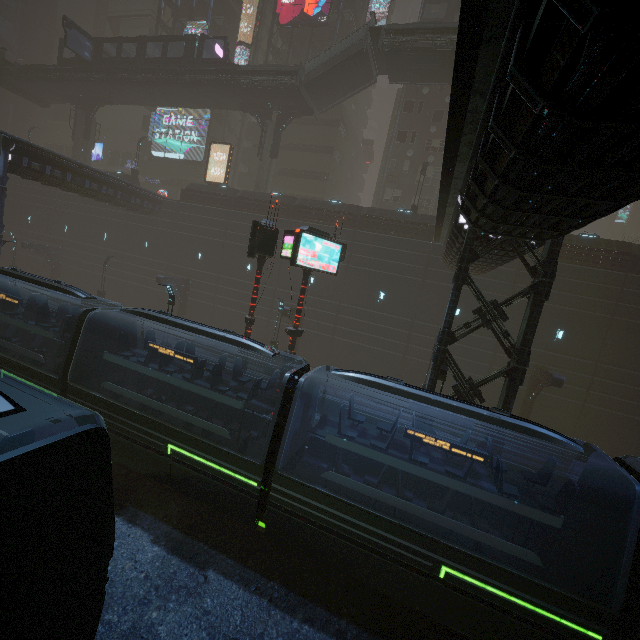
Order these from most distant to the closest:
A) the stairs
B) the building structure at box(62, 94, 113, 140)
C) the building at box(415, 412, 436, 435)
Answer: the building structure at box(62, 94, 113, 140) → the stairs → the building at box(415, 412, 436, 435)

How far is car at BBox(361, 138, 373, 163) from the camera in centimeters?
4566cm

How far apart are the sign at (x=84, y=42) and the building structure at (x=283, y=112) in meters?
21.0

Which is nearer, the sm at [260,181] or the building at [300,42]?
the sm at [260,181]

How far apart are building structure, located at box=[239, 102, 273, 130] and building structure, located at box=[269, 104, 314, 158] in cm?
68

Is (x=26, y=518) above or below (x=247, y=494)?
above

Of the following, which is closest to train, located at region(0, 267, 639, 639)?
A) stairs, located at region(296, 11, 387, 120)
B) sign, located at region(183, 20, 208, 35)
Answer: stairs, located at region(296, 11, 387, 120)

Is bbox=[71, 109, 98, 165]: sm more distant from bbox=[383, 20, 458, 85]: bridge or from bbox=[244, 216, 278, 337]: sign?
bbox=[244, 216, 278, 337]: sign
